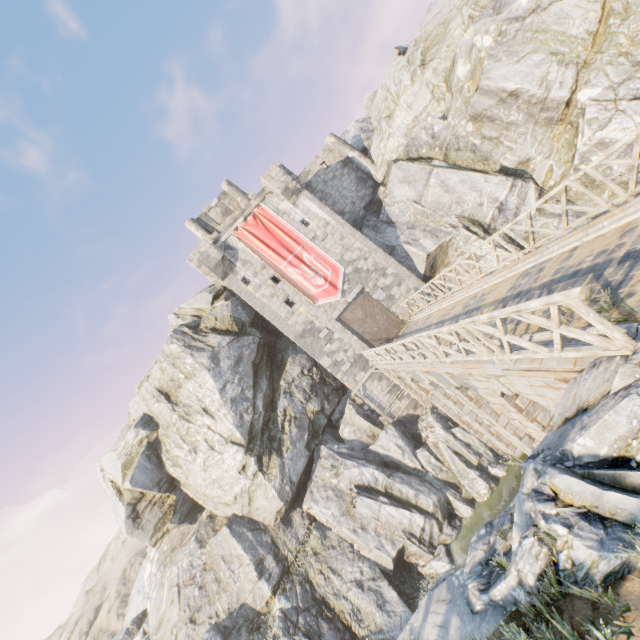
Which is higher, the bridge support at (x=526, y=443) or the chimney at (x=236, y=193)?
the chimney at (x=236, y=193)

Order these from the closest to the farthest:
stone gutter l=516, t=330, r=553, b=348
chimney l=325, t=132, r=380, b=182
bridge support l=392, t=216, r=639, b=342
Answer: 1. stone gutter l=516, t=330, r=553, b=348
2. bridge support l=392, t=216, r=639, b=342
3. chimney l=325, t=132, r=380, b=182

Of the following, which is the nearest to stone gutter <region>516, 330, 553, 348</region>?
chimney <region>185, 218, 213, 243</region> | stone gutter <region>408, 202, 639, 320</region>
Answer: stone gutter <region>408, 202, 639, 320</region>

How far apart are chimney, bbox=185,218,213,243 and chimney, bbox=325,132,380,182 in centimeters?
1191cm

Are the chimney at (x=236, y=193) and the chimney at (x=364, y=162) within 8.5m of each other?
yes

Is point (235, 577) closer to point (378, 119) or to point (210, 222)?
point (210, 222)

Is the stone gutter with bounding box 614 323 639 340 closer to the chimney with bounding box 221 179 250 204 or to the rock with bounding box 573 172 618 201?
the rock with bounding box 573 172 618 201

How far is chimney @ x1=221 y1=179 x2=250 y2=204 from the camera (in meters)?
28.47
